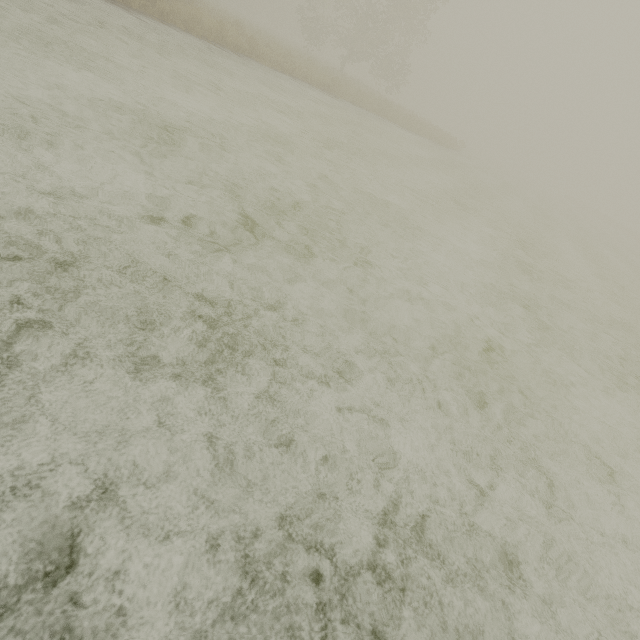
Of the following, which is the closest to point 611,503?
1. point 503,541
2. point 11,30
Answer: point 503,541
